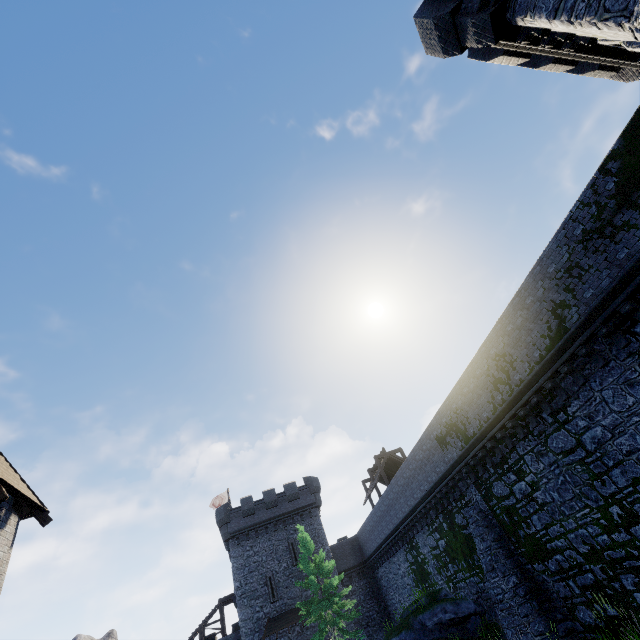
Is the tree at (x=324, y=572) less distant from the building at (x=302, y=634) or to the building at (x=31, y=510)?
the building at (x=302, y=634)

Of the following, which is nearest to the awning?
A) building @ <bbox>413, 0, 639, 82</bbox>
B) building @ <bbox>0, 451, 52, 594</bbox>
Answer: building @ <bbox>0, 451, 52, 594</bbox>

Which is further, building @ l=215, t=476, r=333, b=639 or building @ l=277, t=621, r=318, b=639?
building @ l=215, t=476, r=333, b=639

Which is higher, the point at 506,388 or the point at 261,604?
the point at 506,388

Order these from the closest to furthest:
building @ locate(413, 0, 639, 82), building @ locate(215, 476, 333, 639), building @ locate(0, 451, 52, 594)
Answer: building @ locate(413, 0, 639, 82) → building @ locate(0, 451, 52, 594) → building @ locate(215, 476, 333, 639)

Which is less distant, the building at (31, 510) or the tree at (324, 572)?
the building at (31, 510)

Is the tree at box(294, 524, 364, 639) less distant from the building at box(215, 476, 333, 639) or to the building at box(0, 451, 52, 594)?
the building at box(215, 476, 333, 639)

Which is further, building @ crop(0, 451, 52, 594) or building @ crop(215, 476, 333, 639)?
building @ crop(215, 476, 333, 639)
